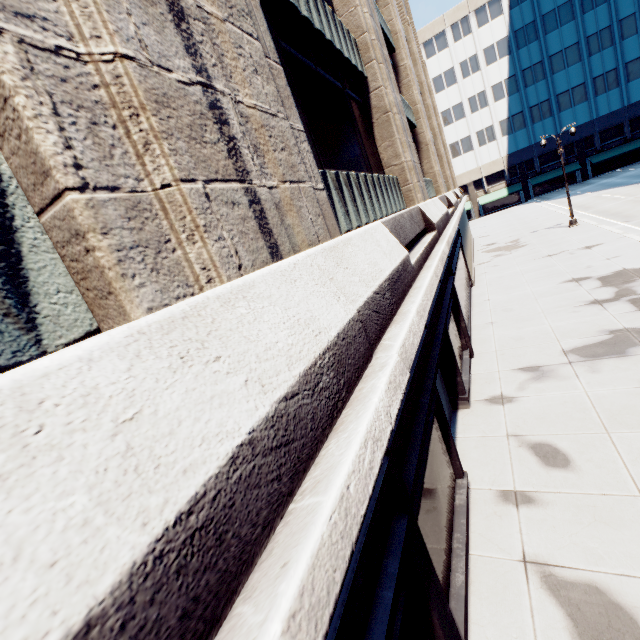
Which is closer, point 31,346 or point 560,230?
point 31,346
